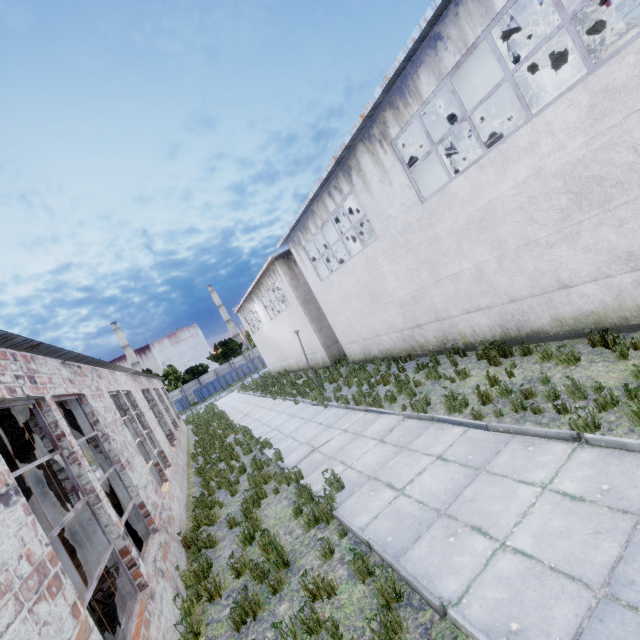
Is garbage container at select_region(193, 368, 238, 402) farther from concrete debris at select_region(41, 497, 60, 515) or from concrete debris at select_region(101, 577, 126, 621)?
concrete debris at select_region(101, 577, 126, 621)

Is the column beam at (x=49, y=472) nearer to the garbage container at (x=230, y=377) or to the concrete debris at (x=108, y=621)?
the concrete debris at (x=108, y=621)

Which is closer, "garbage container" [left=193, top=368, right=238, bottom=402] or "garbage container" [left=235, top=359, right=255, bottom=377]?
"garbage container" [left=193, top=368, right=238, bottom=402]

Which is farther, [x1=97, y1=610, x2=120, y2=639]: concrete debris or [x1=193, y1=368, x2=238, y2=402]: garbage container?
[x1=193, y1=368, x2=238, y2=402]: garbage container

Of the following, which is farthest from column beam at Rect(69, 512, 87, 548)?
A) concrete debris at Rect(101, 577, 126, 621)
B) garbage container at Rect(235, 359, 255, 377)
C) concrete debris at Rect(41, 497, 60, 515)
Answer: garbage container at Rect(235, 359, 255, 377)

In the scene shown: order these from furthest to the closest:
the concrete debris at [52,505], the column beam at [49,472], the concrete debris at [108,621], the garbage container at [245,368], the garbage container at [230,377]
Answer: the garbage container at [245,368] < the garbage container at [230,377] < the concrete debris at [52,505] < the column beam at [49,472] < the concrete debris at [108,621]

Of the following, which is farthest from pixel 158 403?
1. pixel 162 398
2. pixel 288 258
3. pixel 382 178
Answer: pixel 382 178

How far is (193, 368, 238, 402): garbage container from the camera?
48.5m
